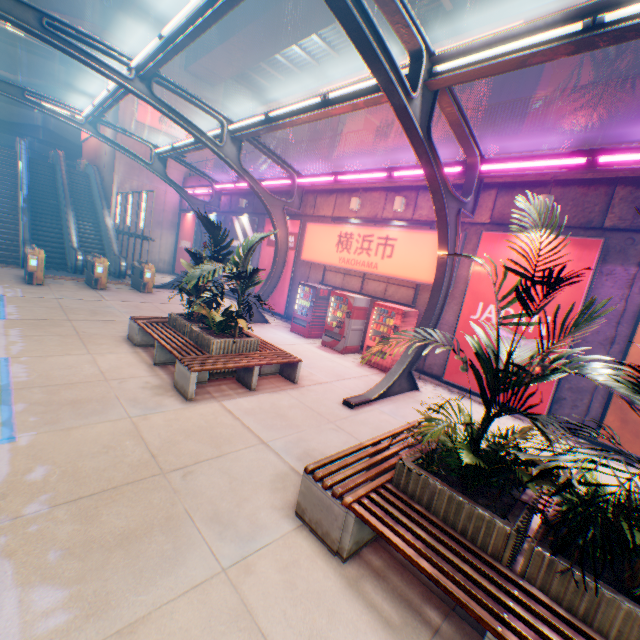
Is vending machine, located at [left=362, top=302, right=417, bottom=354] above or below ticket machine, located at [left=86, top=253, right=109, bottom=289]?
above

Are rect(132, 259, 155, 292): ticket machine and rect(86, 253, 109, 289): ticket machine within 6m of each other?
yes

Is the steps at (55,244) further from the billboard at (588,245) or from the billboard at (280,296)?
the billboard at (588,245)

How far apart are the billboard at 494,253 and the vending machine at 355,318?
3.1m

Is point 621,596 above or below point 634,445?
above

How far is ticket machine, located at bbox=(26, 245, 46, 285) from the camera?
12.0m

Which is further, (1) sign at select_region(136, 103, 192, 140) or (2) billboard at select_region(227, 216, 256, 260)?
(1) sign at select_region(136, 103, 192, 140)

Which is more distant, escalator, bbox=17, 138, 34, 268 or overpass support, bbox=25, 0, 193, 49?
overpass support, bbox=25, 0, 193, 49
